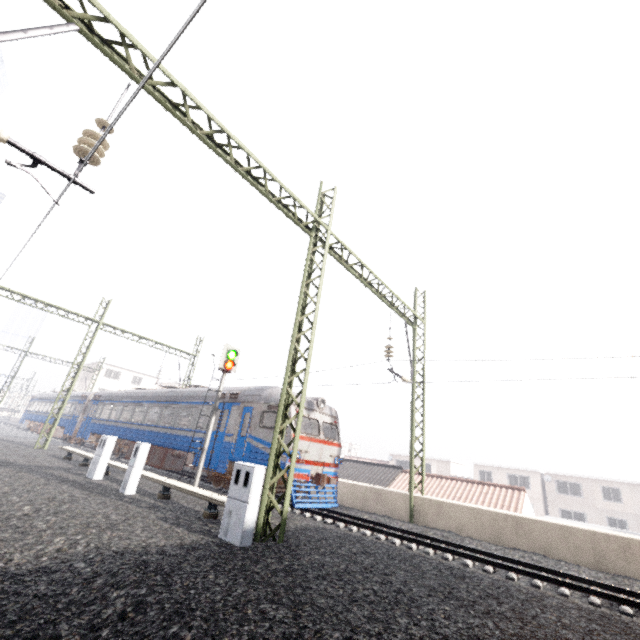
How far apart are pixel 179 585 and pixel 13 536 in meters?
3.8 m

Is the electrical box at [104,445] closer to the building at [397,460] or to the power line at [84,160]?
the power line at [84,160]

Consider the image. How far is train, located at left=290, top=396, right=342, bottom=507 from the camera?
12.1 meters

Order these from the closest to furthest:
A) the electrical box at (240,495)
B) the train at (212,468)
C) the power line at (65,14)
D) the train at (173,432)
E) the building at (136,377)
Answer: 1. the power line at (65,14)
2. the electrical box at (240,495)
3. the train at (212,468)
4. the train at (173,432)
5. the building at (136,377)

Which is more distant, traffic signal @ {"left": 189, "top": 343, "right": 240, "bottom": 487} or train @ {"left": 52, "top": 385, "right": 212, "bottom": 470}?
train @ {"left": 52, "top": 385, "right": 212, "bottom": 470}

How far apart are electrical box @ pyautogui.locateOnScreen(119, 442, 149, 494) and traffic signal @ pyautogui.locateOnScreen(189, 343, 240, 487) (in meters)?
2.94

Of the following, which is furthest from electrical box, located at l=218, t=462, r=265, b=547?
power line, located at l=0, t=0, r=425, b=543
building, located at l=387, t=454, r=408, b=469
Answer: building, located at l=387, t=454, r=408, b=469

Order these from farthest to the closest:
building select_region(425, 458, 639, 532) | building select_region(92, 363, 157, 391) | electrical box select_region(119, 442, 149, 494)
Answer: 1. building select_region(92, 363, 157, 391)
2. building select_region(425, 458, 639, 532)
3. electrical box select_region(119, 442, 149, 494)
